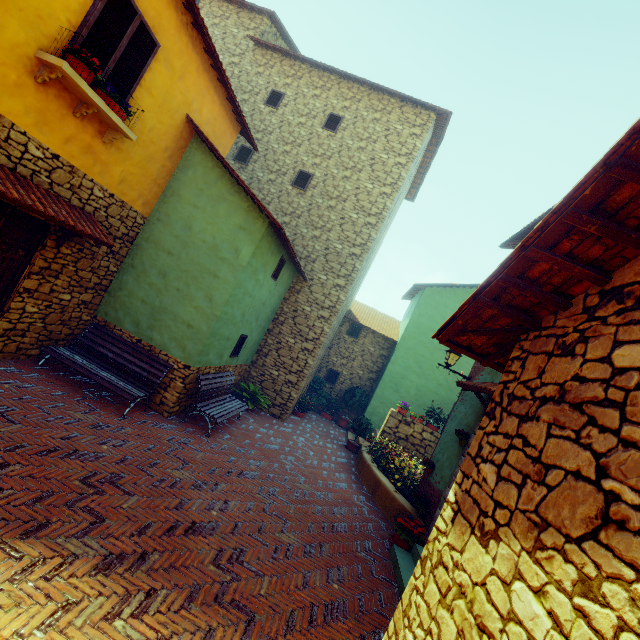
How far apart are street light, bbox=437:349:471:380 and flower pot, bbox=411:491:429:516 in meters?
2.7 m

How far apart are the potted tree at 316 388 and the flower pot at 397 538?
7.1m

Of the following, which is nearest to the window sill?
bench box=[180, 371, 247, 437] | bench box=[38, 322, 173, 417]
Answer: bench box=[38, 322, 173, 417]

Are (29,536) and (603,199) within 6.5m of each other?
yes

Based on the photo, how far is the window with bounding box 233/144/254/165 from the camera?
12.1m

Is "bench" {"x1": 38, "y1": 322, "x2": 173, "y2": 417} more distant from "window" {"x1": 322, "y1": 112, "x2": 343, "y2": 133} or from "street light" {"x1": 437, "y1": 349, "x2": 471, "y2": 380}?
"street light" {"x1": 437, "y1": 349, "x2": 471, "y2": 380}

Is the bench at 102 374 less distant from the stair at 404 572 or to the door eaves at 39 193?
the door eaves at 39 193

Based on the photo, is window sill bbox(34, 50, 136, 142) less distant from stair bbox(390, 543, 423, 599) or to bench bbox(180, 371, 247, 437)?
bench bbox(180, 371, 247, 437)
